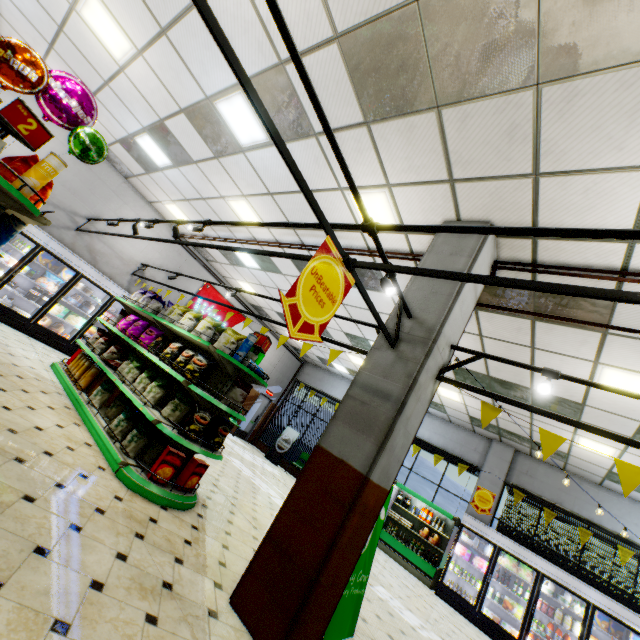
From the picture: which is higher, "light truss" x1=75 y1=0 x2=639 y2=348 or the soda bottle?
"light truss" x1=75 y1=0 x2=639 y2=348

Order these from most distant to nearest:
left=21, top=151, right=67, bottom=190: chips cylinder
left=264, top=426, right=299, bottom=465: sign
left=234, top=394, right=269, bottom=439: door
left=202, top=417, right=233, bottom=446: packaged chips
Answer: left=234, top=394, right=269, bottom=439: door, left=264, top=426, right=299, bottom=465: sign, left=202, top=417, right=233, bottom=446: packaged chips, left=21, top=151, right=67, bottom=190: chips cylinder

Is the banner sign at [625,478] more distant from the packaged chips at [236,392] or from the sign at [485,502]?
the sign at [485,502]

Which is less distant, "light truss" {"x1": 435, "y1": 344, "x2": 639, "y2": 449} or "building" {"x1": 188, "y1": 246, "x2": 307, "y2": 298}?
"light truss" {"x1": 435, "y1": 344, "x2": 639, "y2": 449}

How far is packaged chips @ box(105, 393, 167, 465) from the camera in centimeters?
429cm

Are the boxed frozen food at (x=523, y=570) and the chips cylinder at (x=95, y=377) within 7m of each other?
no

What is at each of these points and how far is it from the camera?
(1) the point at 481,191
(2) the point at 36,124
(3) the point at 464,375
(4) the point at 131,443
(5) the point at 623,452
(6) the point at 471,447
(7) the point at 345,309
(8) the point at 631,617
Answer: (1) building, 3.9m
(2) sign, 2.7m
(3) building, 8.3m
(4) packaged chips, 4.3m
(5) building, 7.2m
(6) building, 11.6m
(7) building, 8.9m
(8) wall refrigerator, 7.2m

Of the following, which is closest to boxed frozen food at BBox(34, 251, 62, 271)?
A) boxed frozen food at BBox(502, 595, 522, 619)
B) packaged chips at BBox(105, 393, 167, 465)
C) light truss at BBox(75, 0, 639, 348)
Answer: light truss at BBox(75, 0, 639, 348)
